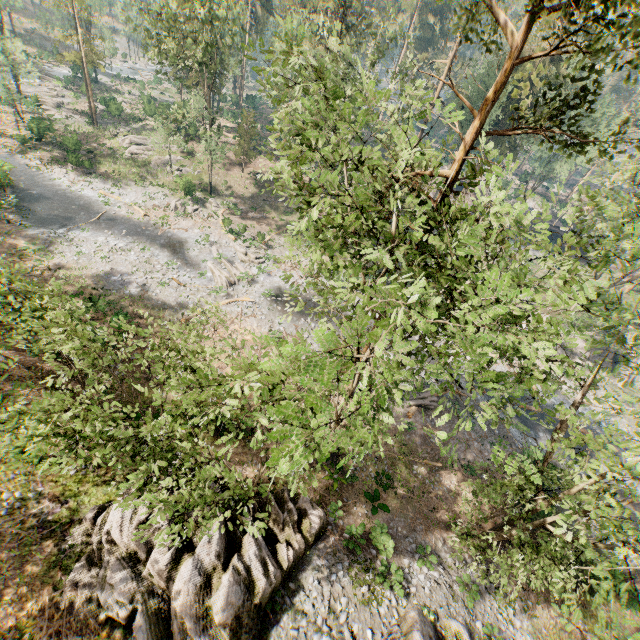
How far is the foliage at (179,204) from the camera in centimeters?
3656cm

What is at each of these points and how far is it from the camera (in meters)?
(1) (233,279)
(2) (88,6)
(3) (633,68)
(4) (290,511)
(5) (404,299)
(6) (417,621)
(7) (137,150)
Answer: (1) foliage, 30.17
(2) foliage, 52.88
(3) foliage, 8.84
(4) rock, 15.34
(5) foliage, 5.45
(6) rock, 13.14
(7) foliage, 42.09

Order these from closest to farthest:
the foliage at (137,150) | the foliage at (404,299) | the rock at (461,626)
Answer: the foliage at (404,299) → the rock at (461,626) → the foliage at (137,150)

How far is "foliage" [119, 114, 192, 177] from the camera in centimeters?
3631cm

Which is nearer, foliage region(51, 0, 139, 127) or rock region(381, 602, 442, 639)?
rock region(381, 602, 442, 639)
